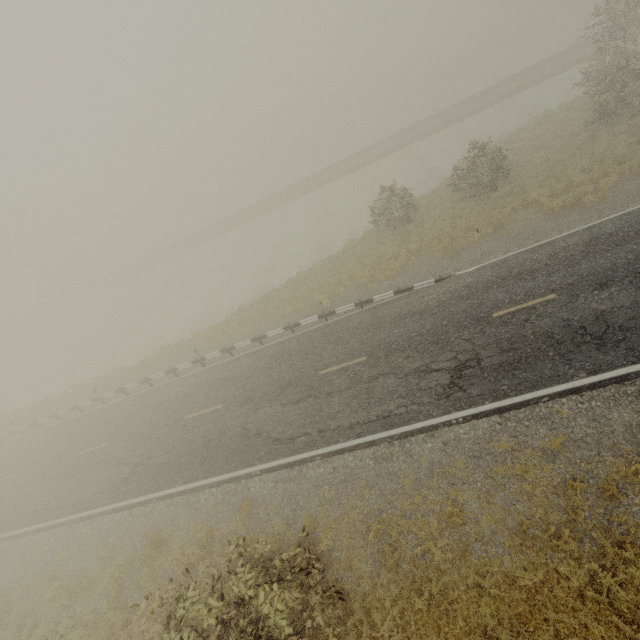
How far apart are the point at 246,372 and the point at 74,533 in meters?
9.8
